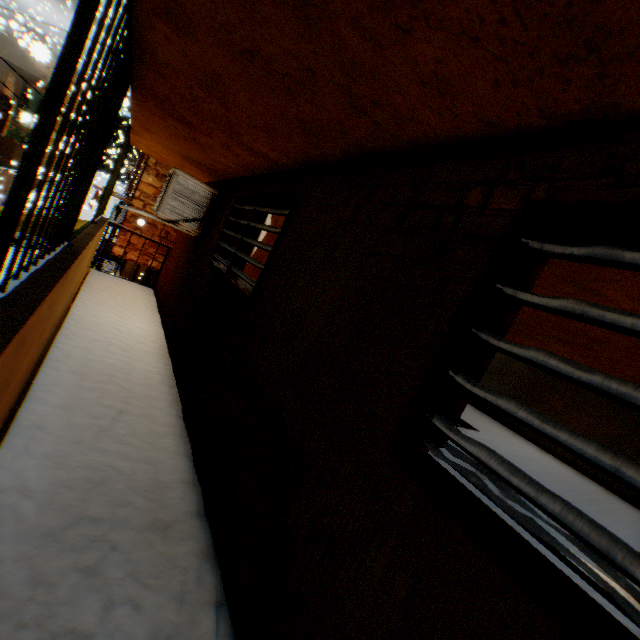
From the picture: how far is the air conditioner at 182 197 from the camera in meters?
5.2 m

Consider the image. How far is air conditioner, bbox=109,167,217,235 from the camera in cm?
523

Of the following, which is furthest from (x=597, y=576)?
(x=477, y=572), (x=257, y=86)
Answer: (x=257, y=86)

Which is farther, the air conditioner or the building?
the air conditioner

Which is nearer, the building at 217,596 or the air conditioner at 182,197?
the building at 217,596
